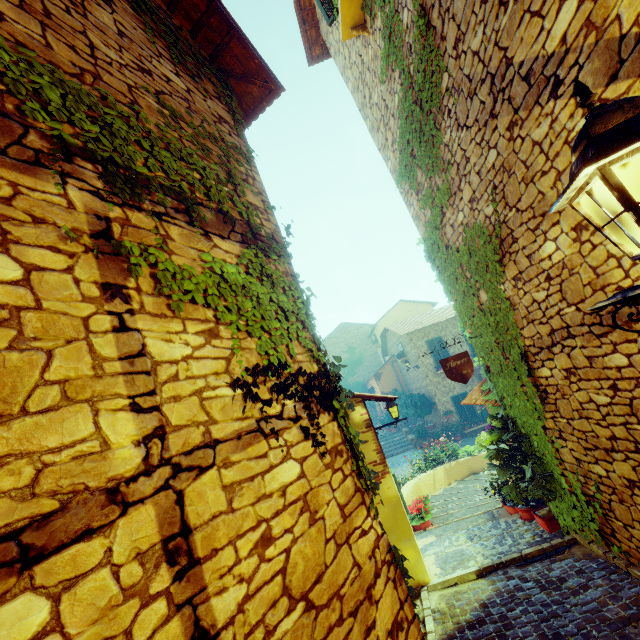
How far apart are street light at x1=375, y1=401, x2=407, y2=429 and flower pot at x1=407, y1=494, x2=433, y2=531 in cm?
164

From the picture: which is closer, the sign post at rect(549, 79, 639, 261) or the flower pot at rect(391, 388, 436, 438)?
the sign post at rect(549, 79, 639, 261)

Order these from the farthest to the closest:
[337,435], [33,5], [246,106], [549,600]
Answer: [246,106], [549,600], [337,435], [33,5]

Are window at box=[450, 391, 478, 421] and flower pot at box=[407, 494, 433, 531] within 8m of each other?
no

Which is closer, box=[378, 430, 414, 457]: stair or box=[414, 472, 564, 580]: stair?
box=[414, 472, 564, 580]: stair

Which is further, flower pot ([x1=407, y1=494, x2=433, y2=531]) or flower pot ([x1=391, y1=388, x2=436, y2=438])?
flower pot ([x1=391, y1=388, x2=436, y2=438])

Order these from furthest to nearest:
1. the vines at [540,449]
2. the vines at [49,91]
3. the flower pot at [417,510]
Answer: the flower pot at [417,510], the vines at [540,449], the vines at [49,91]

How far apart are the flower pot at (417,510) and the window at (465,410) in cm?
1265
